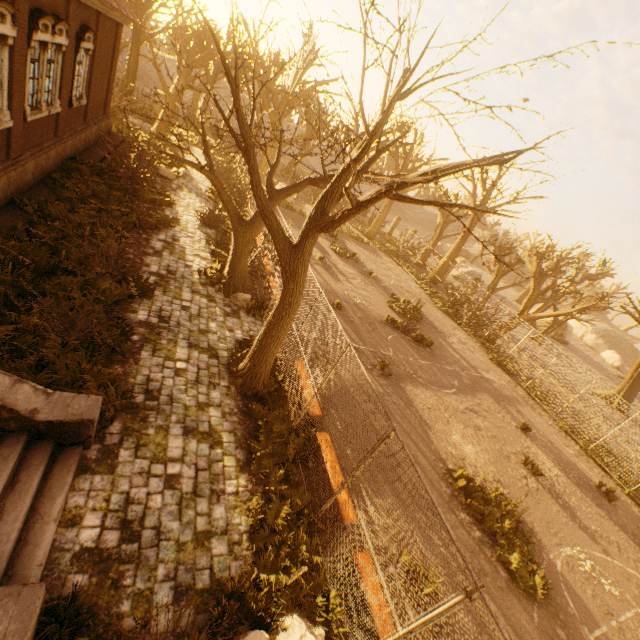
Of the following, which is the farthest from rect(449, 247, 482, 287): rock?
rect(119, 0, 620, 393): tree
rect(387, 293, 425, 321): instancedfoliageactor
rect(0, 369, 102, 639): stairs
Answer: rect(0, 369, 102, 639): stairs

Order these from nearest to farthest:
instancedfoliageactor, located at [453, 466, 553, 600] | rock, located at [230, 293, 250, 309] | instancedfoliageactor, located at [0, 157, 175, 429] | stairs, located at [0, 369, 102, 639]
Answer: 1. stairs, located at [0, 369, 102, 639]
2. instancedfoliageactor, located at [0, 157, 175, 429]
3. instancedfoliageactor, located at [453, 466, 553, 600]
4. rock, located at [230, 293, 250, 309]

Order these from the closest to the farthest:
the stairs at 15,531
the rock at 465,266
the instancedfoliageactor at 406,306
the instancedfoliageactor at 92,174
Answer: the stairs at 15,531 < the instancedfoliageactor at 92,174 < the instancedfoliageactor at 406,306 < the rock at 465,266

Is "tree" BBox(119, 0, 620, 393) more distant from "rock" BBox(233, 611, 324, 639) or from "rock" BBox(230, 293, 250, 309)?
"rock" BBox(233, 611, 324, 639)

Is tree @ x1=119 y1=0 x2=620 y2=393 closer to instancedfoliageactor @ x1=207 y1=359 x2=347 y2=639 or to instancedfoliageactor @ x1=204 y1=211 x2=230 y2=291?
instancedfoliageactor @ x1=204 y1=211 x2=230 y2=291

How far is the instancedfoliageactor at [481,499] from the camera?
7.46m

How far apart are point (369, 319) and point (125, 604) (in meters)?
13.34

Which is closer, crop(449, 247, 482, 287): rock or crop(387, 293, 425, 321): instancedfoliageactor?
crop(387, 293, 425, 321): instancedfoliageactor
